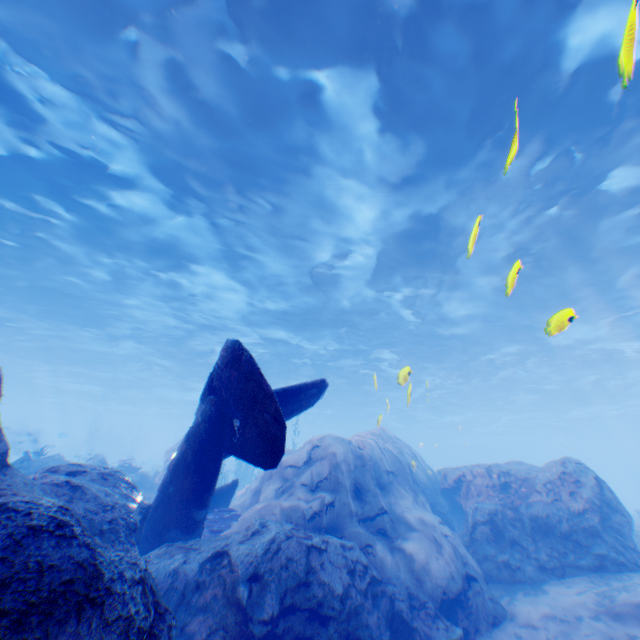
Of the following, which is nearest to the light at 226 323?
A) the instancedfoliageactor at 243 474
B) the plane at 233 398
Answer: the plane at 233 398

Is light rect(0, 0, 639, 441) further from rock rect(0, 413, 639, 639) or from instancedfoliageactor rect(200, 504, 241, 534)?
instancedfoliageactor rect(200, 504, 241, 534)

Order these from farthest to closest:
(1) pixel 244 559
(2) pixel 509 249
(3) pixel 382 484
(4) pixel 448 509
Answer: (2) pixel 509 249 < (4) pixel 448 509 < (3) pixel 382 484 < (1) pixel 244 559

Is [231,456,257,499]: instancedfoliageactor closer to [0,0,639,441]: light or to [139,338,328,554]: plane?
[139,338,328,554]: plane

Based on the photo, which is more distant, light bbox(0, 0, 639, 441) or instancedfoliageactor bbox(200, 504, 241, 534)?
instancedfoliageactor bbox(200, 504, 241, 534)

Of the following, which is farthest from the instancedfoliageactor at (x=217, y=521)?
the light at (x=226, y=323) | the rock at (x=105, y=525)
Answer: the light at (x=226, y=323)

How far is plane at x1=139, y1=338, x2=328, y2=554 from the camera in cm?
439
